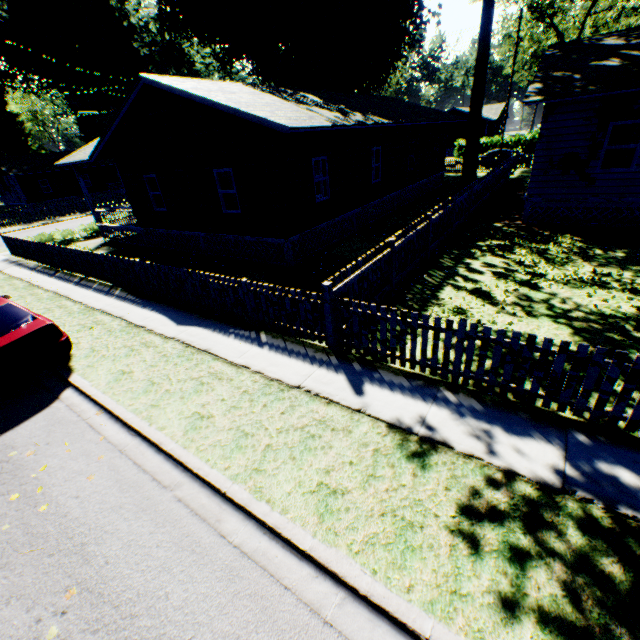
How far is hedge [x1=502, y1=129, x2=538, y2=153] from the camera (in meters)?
40.06

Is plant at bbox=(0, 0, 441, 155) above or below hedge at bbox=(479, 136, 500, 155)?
above

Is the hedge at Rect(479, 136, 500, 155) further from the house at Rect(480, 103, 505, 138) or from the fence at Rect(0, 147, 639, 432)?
the fence at Rect(0, 147, 639, 432)

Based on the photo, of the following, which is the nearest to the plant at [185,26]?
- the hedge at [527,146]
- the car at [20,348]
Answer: the car at [20,348]

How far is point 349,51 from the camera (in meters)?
29.27

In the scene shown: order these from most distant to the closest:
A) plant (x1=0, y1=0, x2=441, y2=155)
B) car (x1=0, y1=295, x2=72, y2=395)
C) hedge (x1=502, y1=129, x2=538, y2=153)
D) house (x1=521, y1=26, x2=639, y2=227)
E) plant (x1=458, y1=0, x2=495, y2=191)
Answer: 1. hedge (x1=502, y1=129, x2=538, y2=153)
2. plant (x1=0, y1=0, x2=441, y2=155)
3. plant (x1=458, y1=0, x2=495, y2=191)
4. house (x1=521, y1=26, x2=639, y2=227)
5. car (x1=0, y1=295, x2=72, y2=395)

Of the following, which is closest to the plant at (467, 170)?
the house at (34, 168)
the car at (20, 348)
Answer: the house at (34, 168)

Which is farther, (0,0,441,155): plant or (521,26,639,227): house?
(0,0,441,155): plant
